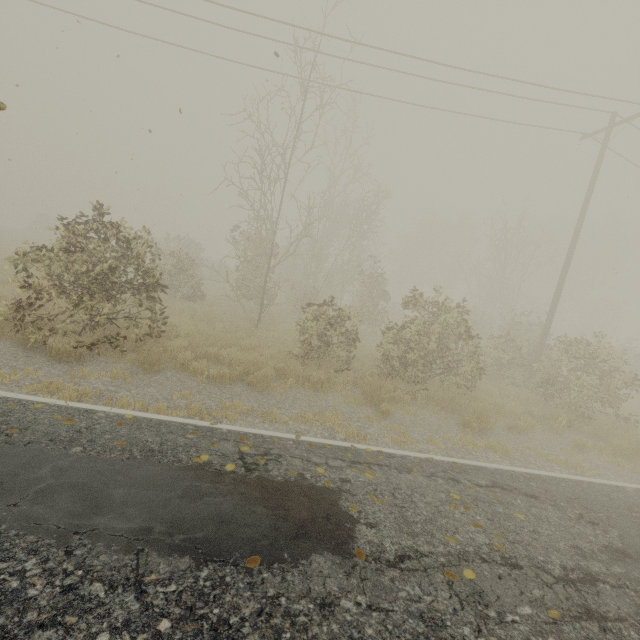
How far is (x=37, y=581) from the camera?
2.39m
